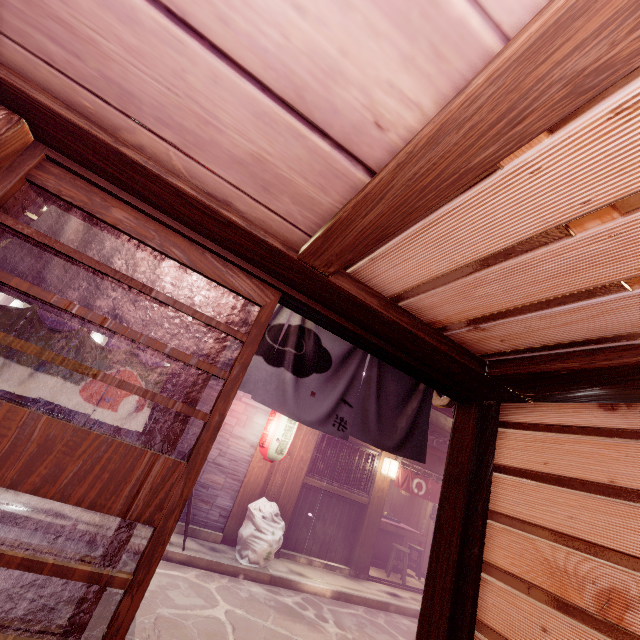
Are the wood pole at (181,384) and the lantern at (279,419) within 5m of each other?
yes

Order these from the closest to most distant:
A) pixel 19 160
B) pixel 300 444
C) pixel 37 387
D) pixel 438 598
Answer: pixel 19 160 < pixel 438 598 < pixel 37 387 < pixel 300 444

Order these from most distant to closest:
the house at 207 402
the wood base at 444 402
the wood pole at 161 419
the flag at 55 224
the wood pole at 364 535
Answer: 1. the wood pole at 364 535
2. the house at 207 402
3. the wood pole at 161 419
4. the wood base at 444 402
5. the flag at 55 224

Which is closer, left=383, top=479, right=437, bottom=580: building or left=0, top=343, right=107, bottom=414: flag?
left=0, top=343, right=107, bottom=414: flag

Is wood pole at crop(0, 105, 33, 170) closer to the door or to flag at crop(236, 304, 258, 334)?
the door

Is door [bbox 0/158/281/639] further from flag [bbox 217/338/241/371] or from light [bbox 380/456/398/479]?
light [bbox 380/456/398/479]

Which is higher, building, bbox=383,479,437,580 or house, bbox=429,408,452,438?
house, bbox=429,408,452,438

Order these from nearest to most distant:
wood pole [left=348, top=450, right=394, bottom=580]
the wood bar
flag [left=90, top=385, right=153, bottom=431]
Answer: the wood bar, flag [left=90, top=385, right=153, bottom=431], wood pole [left=348, top=450, right=394, bottom=580]
